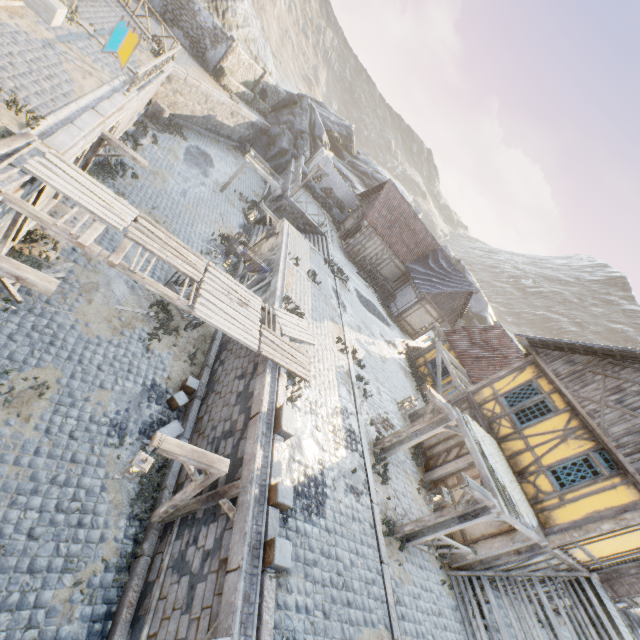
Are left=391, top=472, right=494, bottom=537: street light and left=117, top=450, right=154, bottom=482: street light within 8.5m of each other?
yes

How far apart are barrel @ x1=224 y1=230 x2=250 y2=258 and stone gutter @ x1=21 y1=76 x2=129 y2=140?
7.4m

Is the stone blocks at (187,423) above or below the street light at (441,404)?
below

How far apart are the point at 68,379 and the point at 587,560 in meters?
16.5 m

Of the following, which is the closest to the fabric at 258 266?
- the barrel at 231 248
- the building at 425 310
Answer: the barrel at 231 248

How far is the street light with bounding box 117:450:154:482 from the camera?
5.7 meters

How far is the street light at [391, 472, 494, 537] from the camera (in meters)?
7.35

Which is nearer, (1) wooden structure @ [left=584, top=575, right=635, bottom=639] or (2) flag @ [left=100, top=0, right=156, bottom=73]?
(2) flag @ [left=100, top=0, right=156, bottom=73]
